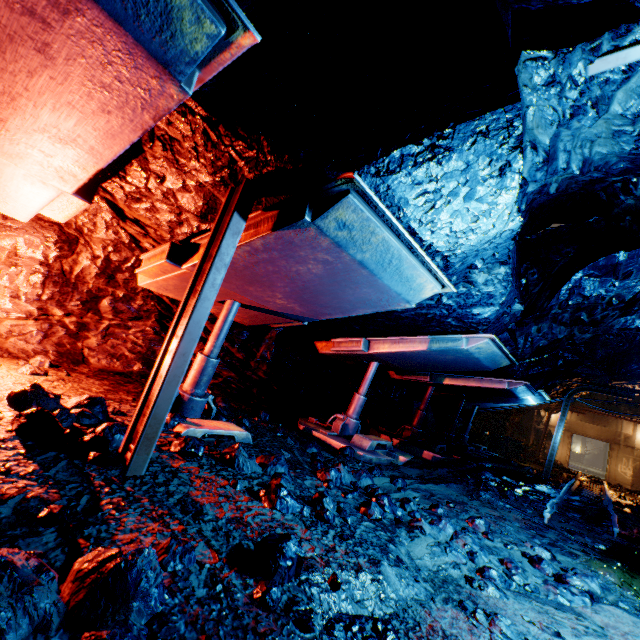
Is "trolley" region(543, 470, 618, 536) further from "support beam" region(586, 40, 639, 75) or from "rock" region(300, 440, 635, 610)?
"support beam" region(586, 40, 639, 75)

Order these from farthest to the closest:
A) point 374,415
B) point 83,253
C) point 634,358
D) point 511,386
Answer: point 374,415 < point 634,358 < point 511,386 < point 83,253

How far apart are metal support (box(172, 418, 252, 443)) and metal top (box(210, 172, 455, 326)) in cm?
133

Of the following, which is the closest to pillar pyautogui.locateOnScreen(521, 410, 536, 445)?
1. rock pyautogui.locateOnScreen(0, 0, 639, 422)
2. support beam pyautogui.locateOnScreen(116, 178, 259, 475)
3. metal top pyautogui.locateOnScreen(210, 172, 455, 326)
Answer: rock pyautogui.locateOnScreen(0, 0, 639, 422)

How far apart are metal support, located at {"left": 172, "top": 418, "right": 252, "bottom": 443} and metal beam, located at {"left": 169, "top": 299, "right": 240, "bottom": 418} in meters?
0.3 m

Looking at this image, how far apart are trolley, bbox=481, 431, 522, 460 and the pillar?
5.75m

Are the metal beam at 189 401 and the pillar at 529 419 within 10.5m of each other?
no

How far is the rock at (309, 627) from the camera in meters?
1.3
